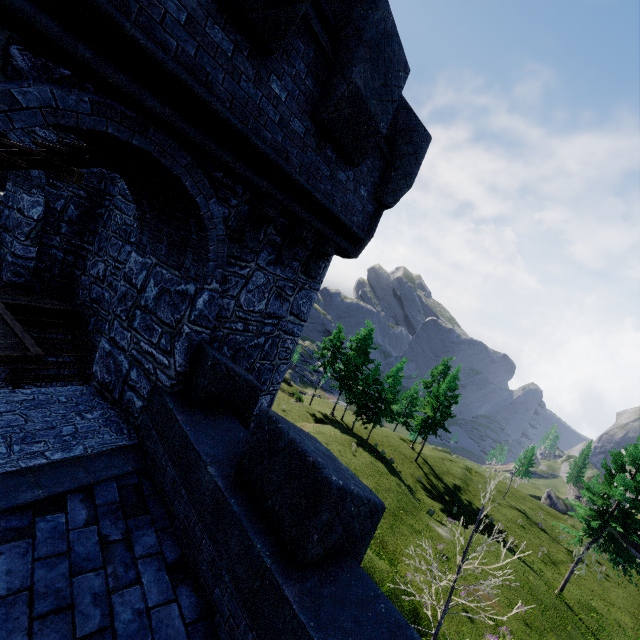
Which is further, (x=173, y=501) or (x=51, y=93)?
(x=173, y=501)
